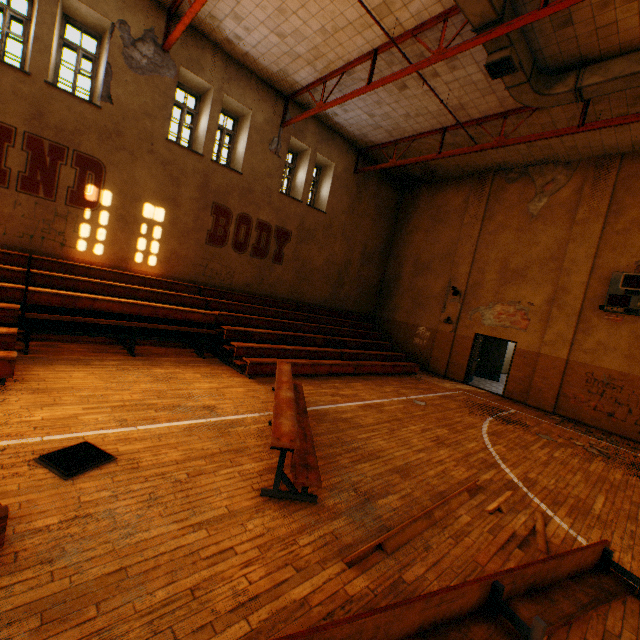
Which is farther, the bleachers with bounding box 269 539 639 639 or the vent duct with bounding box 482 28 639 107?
the vent duct with bounding box 482 28 639 107

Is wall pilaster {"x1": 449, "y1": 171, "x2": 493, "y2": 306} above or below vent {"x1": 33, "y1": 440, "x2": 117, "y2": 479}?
above

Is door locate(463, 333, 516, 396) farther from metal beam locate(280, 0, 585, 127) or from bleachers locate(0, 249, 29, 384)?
bleachers locate(0, 249, 29, 384)

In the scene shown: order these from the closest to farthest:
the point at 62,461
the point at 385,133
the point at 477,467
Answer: the point at 62,461, the point at 477,467, the point at 385,133

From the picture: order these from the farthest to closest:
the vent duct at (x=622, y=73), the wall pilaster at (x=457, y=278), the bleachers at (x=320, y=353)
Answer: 1. the wall pilaster at (x=457, y=278)
2. the vent duct at (x=622, y=73)
3. the bleachers at (x=320, y=353)

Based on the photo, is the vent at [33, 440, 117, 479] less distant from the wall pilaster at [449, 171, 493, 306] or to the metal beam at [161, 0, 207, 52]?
the metal beam at [161, 0, 207, 52]

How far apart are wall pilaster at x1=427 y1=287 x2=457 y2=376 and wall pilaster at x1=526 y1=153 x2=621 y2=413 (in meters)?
3.12

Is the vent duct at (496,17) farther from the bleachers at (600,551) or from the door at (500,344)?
the door at (500,344)
